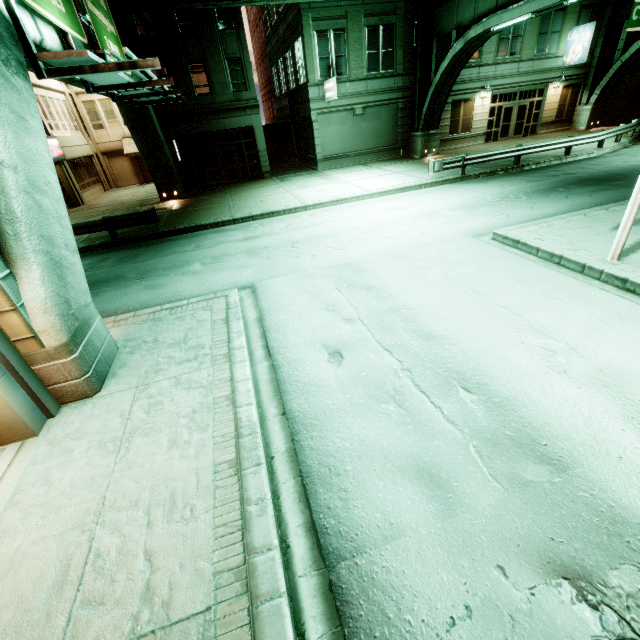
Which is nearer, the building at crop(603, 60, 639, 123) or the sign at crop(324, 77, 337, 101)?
the sign at crop(324, 77, 337, 101)

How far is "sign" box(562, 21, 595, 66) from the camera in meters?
23.4 m

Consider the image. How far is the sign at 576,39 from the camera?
23.4m

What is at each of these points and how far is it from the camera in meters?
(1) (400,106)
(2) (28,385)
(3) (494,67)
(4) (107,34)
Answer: (1) building, 23.8 m
(2) building, 4.7 m
(3) building, 24.3 m
(4) sign, 10.4 m

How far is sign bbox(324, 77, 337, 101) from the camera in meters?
20.1

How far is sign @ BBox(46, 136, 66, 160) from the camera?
21.10m

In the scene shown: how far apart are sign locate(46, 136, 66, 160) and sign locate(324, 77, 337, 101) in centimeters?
1836cm

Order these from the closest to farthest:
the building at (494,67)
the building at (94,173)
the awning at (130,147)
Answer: the building at (94,173) < the building at (494,67) < the awning at (130,147)
